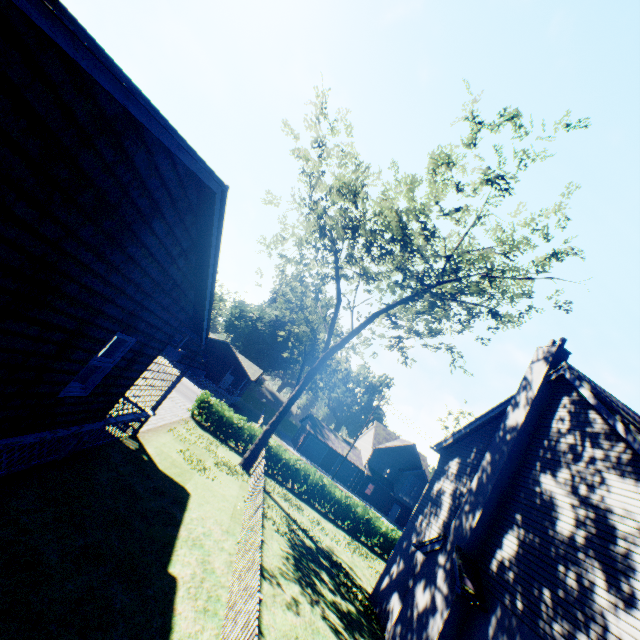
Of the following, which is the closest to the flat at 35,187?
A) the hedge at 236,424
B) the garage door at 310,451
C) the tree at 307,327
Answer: the tree at 307,327

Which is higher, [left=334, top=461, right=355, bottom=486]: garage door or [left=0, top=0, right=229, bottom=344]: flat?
[left=0, top=0, right=229, bottom=344]: flat

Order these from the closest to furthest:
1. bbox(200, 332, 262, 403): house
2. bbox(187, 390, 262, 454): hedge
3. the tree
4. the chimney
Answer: the chimney < the tree < bbox(187, 390, 262, 454): hedge < bbox(200, 332, 262, 403): house

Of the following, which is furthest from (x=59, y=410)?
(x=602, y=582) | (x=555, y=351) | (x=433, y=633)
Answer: (x=555, y=351)

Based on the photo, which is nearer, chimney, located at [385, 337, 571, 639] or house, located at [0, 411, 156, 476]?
house, located at [0, 411, 156, 476]

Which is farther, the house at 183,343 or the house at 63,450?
the house at 183,343

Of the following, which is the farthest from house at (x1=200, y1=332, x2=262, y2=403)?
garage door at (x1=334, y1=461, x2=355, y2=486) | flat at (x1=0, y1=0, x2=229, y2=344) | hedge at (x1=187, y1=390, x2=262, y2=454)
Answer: flat at (x1=0, y1=0, x2=229, y2=344)

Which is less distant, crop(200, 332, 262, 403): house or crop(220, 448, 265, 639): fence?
crop(220, 448, 265, 639): fence
